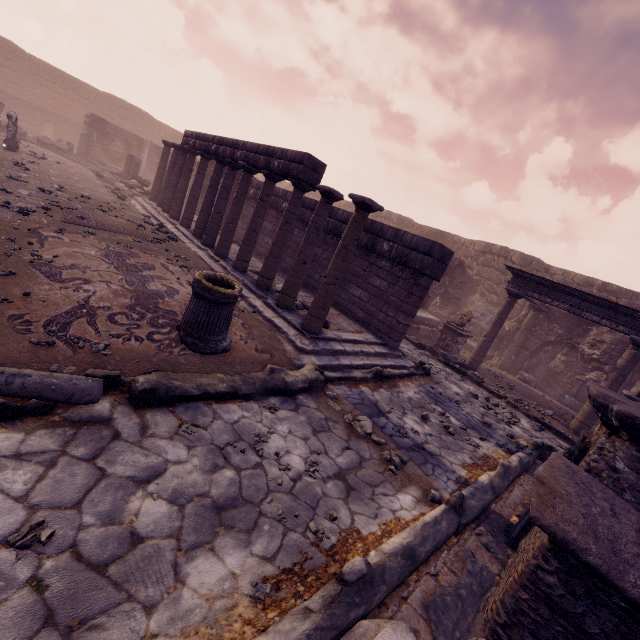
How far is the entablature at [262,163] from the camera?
6.7m

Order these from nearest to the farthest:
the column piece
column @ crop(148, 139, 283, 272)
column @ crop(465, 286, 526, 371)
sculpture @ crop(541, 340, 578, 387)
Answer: the column piece < column @ crop(148, 139, 283, 272) < column @ crop(465, 286, 526, 371) < sculpture @ crop(541, 340, 578, 387)

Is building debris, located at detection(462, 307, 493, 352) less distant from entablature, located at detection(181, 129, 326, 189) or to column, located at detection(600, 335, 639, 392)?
column, located at detection(600, 335, 639, 392)

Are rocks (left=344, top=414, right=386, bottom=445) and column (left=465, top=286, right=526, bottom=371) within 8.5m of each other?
yes

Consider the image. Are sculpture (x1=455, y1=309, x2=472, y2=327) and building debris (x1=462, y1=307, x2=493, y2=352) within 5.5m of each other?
yes

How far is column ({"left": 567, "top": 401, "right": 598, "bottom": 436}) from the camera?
8.8 meters

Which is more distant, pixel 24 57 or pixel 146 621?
pixel 24 57

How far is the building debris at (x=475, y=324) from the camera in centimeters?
1469cm
